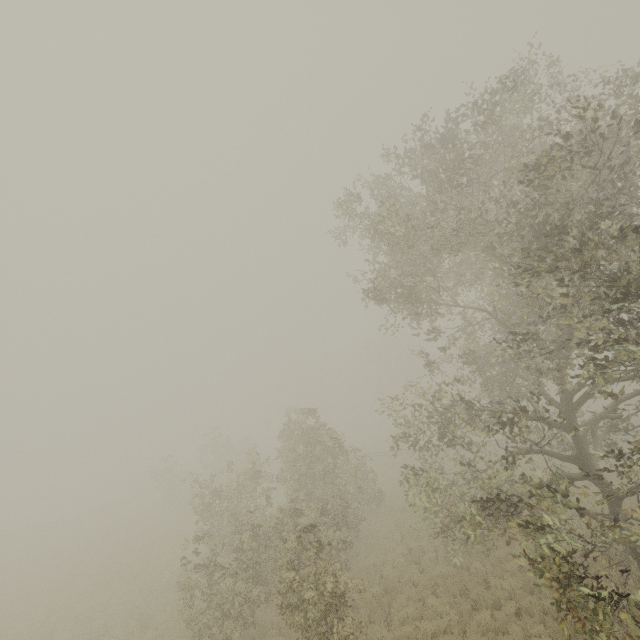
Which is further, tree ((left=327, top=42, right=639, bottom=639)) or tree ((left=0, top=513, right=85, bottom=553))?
tree ((left=0, top=513, right=85, bottom=553))

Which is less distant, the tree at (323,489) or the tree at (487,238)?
the tree at (487,238)

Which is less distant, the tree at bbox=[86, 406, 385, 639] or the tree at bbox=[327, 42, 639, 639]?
the tree at bbox=[327, 42, 639, 639]

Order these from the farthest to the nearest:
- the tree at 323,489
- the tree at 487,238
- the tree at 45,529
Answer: the tree at 45,529, the tree at 323,489, the tree at 487,238

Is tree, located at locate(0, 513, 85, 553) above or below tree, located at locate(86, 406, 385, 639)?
below

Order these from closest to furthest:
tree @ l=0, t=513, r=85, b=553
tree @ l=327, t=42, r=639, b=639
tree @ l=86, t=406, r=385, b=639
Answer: tree @ l=327, t=42, r=639, b=639 < tree @ l=86, t=406, r=385, b=639 < tree @ l=0, t=513, r=85, b=553

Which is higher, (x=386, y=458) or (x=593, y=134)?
(x=593, y=134)
